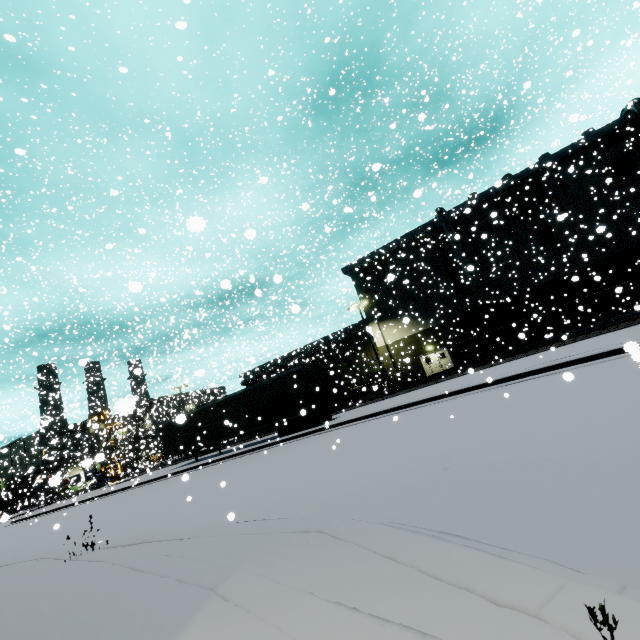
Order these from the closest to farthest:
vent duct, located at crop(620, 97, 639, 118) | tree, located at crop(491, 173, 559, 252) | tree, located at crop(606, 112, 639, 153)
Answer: vent duct, located at crop(620, 97, 639, 118), tree, located at crop(606, 112, 639, 153), tree, located at crop(491, 173, 559, 252)

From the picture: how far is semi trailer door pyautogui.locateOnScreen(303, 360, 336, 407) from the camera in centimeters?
1897cm

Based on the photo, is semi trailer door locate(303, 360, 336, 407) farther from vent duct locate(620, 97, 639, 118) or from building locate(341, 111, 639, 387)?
building locate(341, 111, 639, 387)

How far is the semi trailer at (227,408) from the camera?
19.2 meters

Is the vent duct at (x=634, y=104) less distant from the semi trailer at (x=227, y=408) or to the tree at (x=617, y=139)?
the tree at (x=617, y=139)

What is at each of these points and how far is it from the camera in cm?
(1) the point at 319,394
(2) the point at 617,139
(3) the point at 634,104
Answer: (1) semi trailer door, 1911
(2) tree, 2830
(3) vent duct, 2667

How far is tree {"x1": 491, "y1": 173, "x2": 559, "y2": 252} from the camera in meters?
30.1 m

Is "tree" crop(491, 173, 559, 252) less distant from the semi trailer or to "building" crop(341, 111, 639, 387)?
"building" crop(341, 111, 639, 387)
